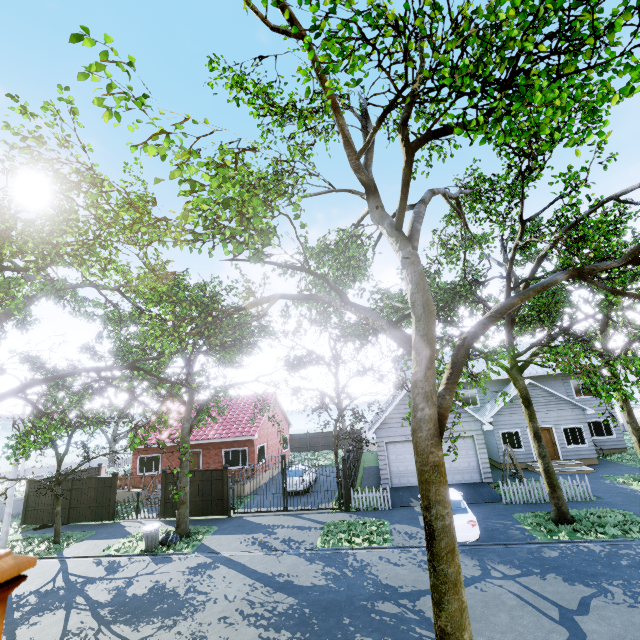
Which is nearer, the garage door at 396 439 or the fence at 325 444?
the garage door at 396 439

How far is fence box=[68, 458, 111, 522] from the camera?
18.73m

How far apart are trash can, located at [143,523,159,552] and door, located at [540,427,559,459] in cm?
2298

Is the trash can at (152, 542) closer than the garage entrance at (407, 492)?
Yes

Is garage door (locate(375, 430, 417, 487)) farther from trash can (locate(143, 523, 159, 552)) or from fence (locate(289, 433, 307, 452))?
trash can (locate(143, 523, 159, 552))

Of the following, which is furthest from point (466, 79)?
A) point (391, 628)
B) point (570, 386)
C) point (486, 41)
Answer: point (570, 386)

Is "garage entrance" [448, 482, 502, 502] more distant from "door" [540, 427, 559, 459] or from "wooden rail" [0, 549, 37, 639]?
"wooden rail" [0, 549, 37, 639]

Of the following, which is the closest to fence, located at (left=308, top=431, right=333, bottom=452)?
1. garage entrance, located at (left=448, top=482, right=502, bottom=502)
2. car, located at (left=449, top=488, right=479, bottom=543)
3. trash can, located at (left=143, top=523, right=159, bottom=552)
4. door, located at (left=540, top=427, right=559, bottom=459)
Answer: garage entrance, located at (left=448, top=482, right=502, bottom=502)
